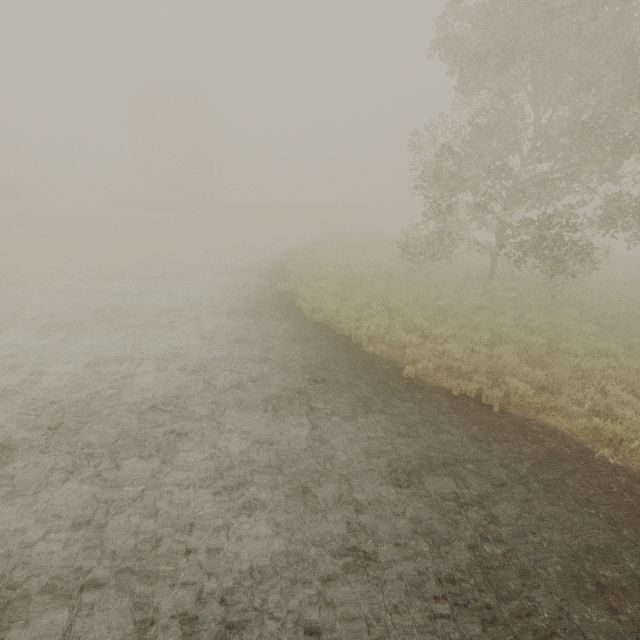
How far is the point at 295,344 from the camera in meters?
9.1 m
